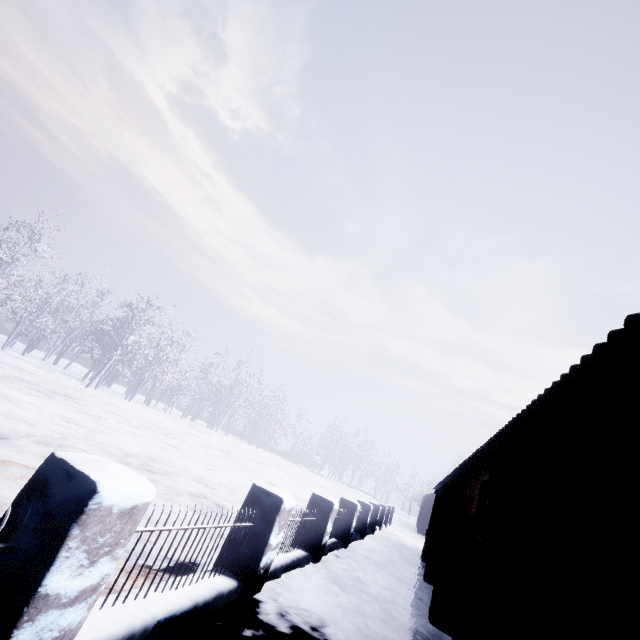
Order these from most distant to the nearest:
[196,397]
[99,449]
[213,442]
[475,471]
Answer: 1. [196,397]
2. [213,442]
3. [99,449]
4. [475,471]
